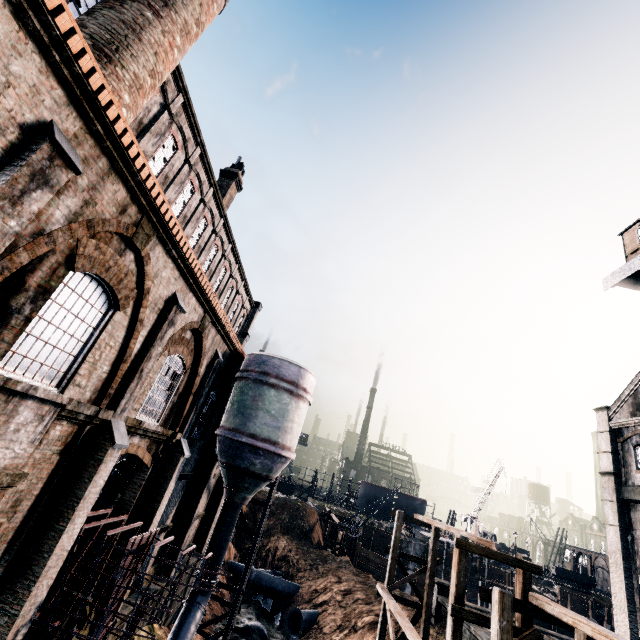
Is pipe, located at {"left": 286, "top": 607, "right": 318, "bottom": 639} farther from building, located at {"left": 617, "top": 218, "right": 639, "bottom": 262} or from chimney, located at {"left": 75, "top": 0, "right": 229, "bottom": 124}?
building, located at {"left": 617, "top": 218, "right": 639, "bottom": 262}

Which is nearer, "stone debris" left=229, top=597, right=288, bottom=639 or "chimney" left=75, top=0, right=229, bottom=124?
"chimney" left=75, top=0, right=229, bottom=124

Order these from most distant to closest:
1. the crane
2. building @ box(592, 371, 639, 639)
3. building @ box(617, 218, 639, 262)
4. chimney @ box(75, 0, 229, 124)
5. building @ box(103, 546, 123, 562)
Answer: building @ box(592, 371, 639, 639)
building @ box(617, 218, 639, 262)
the crane
building @ box(103, 546, 123, 562)
chimney @ box(75, 0, 229, 124)

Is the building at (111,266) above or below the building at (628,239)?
below

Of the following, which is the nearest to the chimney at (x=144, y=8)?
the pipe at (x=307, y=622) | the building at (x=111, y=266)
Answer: the building at (x=111, y=266)

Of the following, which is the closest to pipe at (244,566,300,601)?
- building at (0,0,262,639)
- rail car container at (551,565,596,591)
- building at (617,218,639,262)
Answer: building at (0,0,262,639)

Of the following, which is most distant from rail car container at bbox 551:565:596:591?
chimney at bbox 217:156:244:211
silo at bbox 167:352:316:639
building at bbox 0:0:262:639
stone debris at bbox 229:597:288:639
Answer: chimney at bbox 217:156:244:211

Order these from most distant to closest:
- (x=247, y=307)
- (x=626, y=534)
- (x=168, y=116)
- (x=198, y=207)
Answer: (x=247, y=307) → (x=626, y=534) → (x=198, y=207) → (x=168, y=116)
